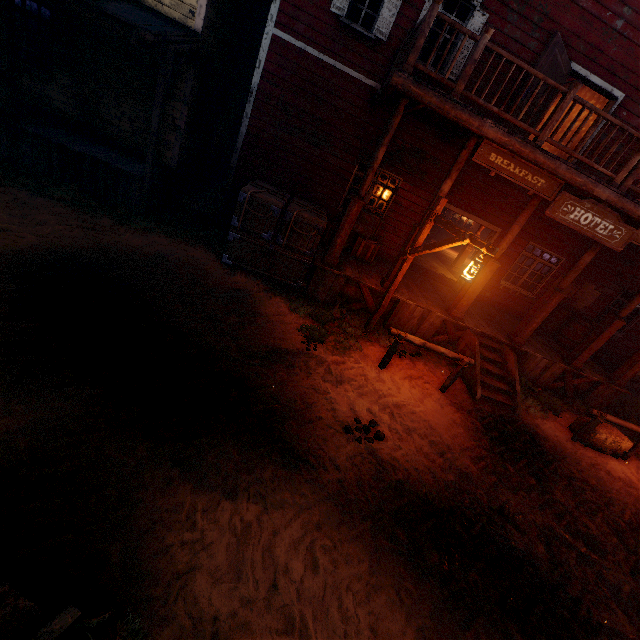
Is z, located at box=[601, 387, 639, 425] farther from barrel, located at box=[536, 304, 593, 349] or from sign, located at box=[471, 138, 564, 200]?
sign, located at box=[471, 138, 564, 200]

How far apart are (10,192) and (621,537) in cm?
1314

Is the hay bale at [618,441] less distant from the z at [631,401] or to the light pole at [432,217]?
the z at [631,401]

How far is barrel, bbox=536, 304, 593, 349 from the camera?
10.2m

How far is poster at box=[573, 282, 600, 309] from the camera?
10.9 meters

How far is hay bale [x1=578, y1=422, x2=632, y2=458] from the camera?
7.43m

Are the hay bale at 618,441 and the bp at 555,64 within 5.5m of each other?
no

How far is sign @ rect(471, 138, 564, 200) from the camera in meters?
6.1
